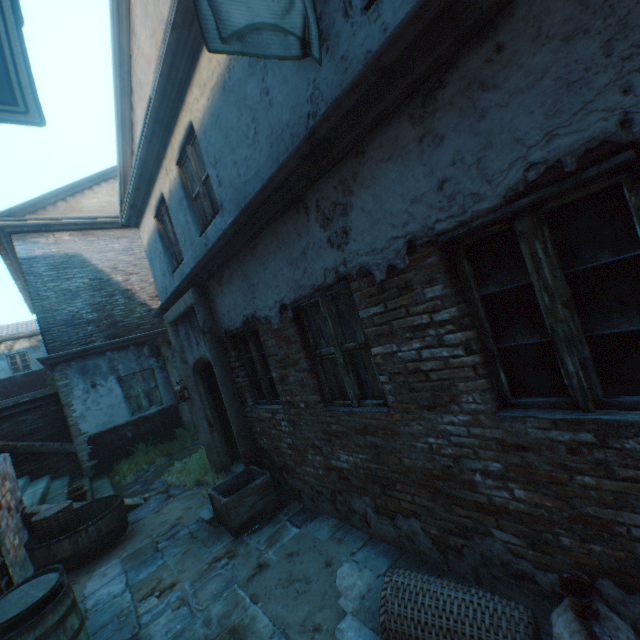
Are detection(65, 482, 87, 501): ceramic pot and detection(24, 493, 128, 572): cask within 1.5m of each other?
yes

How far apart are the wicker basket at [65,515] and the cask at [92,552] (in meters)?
0.10

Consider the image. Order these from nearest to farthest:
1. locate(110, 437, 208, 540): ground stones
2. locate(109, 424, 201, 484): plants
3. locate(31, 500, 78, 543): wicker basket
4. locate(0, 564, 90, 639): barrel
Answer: locate(0, 564, 90, 639): barrel
locate(31, 500, 78, 543): wicker basket
locate(110, 437, 208, 540): ground stones
locate(109, 424, 201, 484): plants

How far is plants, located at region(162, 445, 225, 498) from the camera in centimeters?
650cm

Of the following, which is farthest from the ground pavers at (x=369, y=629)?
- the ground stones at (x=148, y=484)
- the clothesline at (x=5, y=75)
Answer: the clothesline at (x=5, y=75)

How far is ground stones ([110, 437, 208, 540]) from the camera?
6.3 meters

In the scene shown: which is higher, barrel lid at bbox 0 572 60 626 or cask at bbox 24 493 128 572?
barrel lid at bbox 0 572 60 626

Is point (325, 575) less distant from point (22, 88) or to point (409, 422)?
point (409, 422)
